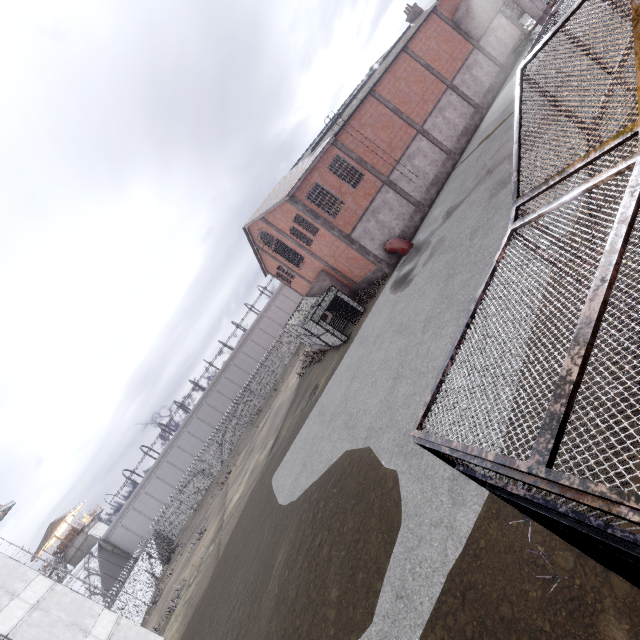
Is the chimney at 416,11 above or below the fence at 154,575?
above

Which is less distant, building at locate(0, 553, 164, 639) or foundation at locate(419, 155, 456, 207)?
building at locate(0, 553, 164, 639)

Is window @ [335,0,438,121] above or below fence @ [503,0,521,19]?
above

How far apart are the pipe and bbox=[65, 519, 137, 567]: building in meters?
54.6 m

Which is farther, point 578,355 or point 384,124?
point 384,124

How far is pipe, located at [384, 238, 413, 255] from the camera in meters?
21.9

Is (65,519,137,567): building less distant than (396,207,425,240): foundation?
No

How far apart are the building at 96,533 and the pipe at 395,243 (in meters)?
54.60
